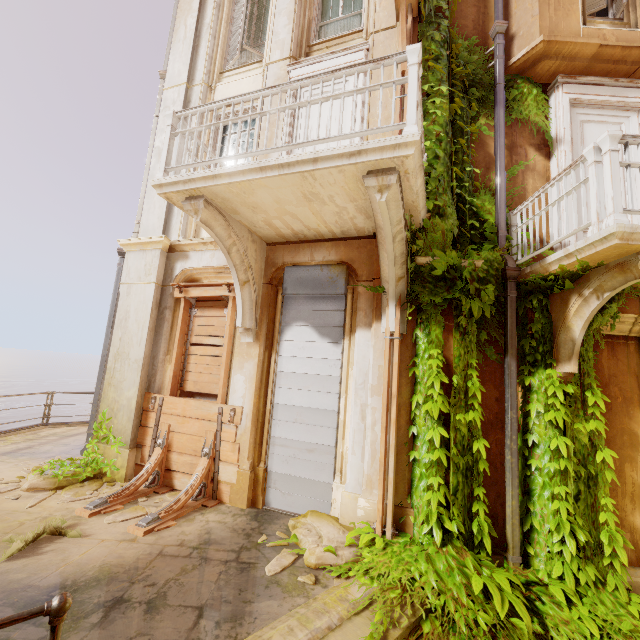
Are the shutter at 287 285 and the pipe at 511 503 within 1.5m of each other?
no

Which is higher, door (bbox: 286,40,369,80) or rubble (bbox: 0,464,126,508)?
door (bbox: 286,40,369,80)

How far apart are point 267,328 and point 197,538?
3.2 meters

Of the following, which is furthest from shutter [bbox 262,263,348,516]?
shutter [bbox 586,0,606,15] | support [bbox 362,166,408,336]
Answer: shutter [bbox 586,0,606,15]

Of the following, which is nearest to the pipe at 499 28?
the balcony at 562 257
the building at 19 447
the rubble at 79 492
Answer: the balcony at 562 257

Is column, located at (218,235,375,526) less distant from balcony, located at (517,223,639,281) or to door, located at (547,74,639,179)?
balcony, located at (517,223,639,281)

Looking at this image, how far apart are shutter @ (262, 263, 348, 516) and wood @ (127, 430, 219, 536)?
0.7m

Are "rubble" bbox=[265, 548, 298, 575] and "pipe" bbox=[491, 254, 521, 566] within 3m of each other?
yes
